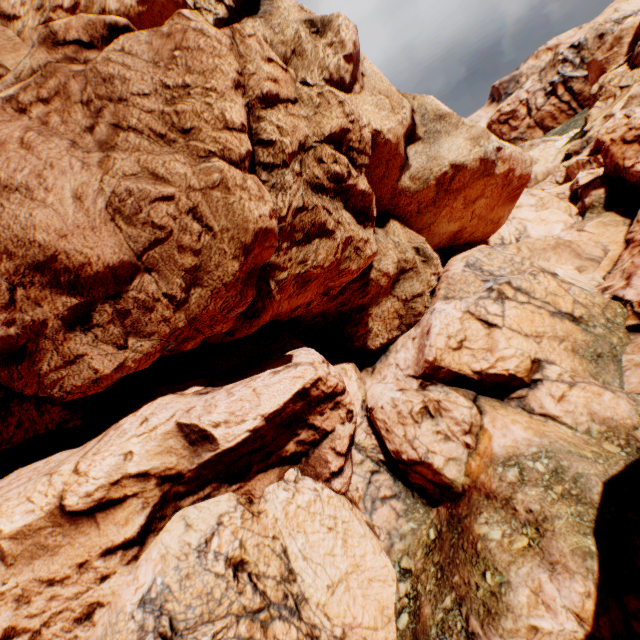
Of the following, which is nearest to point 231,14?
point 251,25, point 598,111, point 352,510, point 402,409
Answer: point 251,25
